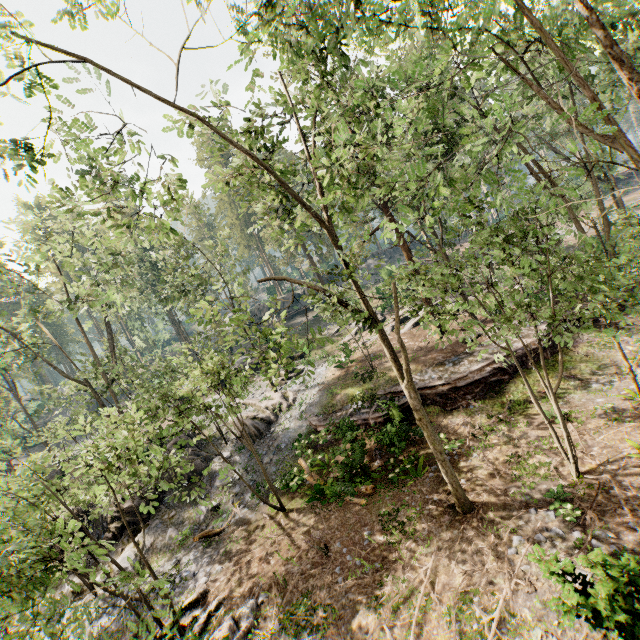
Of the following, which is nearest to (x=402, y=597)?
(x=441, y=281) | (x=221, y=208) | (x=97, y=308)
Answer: (x=441, y=281)

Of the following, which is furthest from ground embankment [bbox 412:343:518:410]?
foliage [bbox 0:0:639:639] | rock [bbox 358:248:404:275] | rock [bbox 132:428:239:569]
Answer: rock [bbox 358:248:404:275]

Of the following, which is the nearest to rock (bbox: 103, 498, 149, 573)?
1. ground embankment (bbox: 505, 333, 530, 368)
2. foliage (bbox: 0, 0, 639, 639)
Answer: foliage (bbox: 0, 0, 639, 639)

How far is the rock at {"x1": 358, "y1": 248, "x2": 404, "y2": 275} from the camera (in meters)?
52.00

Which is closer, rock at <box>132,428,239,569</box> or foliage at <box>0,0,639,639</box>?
foliage at <box>0,0,639,639</box>

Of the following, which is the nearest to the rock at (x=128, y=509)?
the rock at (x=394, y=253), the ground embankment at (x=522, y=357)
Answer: the ground embankment at (x=522, y=357)

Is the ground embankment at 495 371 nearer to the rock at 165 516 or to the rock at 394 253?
the rock at 165 516

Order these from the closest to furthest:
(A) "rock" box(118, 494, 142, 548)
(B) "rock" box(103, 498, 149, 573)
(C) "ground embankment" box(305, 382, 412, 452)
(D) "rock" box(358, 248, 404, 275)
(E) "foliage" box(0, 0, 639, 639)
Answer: (E) "foliage" box(0, 0, 639, 639) → (C) "ground embankment" box(305, 382, 412, 452) → (B) "rock" box(103, 498, 149, 573) → (A) "rock" box(118, 494, 142, 548) → (D) "rock" box(358, 248, 404, 275)
